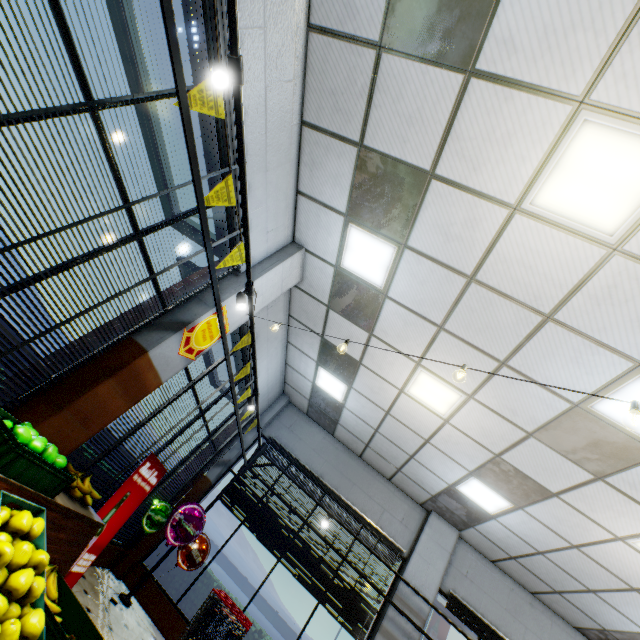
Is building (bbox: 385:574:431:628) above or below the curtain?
above

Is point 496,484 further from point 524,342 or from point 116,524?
point 116,524

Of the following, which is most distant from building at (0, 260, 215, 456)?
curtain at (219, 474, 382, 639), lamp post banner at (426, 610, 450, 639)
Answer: lamp post banner at (426, 610, 450, 639)

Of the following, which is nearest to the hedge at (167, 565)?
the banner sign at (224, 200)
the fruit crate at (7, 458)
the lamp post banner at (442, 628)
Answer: the fruit crate at (7, 458)

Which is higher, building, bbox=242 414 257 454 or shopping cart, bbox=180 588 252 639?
building, bbox=242 414 257 454

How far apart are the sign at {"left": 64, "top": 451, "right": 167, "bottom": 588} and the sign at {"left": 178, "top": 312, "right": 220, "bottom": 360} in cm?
128

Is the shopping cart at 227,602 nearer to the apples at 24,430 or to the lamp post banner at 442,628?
the apples at 24,430

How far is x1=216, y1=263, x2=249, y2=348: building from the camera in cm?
431
